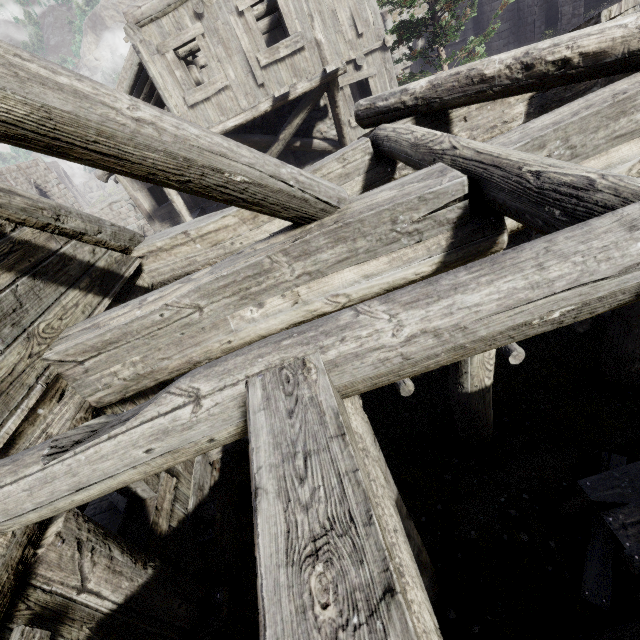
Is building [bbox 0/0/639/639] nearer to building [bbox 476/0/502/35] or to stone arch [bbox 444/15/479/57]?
stone arch [bbox 444/15/479/57]

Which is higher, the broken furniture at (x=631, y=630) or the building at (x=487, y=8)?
the building at (x=487, y=8)

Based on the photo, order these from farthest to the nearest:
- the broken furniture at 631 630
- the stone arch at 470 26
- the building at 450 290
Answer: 1. the stone arch at 470 26
2. the broken furniture at 631 630
3. the building at 450 290

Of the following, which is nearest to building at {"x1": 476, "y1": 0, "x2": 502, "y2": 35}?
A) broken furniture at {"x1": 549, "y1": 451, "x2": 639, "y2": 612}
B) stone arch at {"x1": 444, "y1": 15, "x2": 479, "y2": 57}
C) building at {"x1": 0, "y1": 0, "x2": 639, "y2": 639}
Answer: stone arch at {"x1": 444, "y1": 15, "x2": 479, "y2": 57}

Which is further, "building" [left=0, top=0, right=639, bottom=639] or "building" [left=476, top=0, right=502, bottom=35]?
"building" [left=476, top=0, right=502, bottom=35]

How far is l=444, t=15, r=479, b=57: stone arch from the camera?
22.4 meters

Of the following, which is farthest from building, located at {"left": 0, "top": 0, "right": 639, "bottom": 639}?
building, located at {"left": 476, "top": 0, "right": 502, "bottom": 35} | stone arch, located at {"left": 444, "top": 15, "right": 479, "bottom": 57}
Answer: building, located at {"left": 476, "top": 0, "right": 502, "bottom": 35}

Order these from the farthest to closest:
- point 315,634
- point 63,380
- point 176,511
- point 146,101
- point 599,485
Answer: point 146,101 < point 176,511 < point 599,485 < point 63,380 < point 315,634
